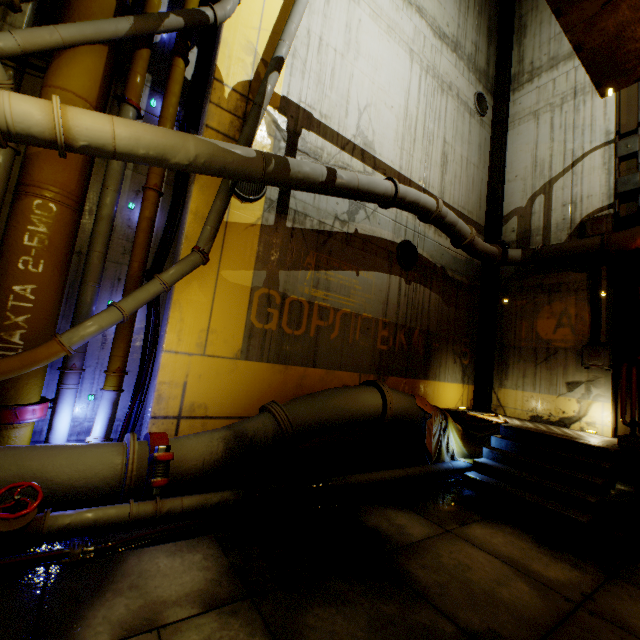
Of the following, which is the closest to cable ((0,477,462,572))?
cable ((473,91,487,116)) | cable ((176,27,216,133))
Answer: cable ((176,27,216,133))

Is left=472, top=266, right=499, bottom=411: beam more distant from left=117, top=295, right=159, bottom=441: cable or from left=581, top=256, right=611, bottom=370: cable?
left=117, top=295, right=159, bottom=441: cable

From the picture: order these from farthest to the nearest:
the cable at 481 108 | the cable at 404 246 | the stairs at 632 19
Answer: the cable at 481 108
the cable at 404 246
the stairs at 632 19

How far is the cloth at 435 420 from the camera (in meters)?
7.08

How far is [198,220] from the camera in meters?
5.6 m

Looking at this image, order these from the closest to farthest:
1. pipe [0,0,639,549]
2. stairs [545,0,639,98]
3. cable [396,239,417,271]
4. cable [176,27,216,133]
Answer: pipe [0,0,639,549], stairs [545,0,639,98], cable [176,27,216,133], cable [396,239,417,271]

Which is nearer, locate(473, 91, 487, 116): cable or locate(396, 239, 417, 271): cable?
locate(396, 239, 417, 271): cable

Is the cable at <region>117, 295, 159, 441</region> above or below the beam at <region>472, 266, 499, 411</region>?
below
